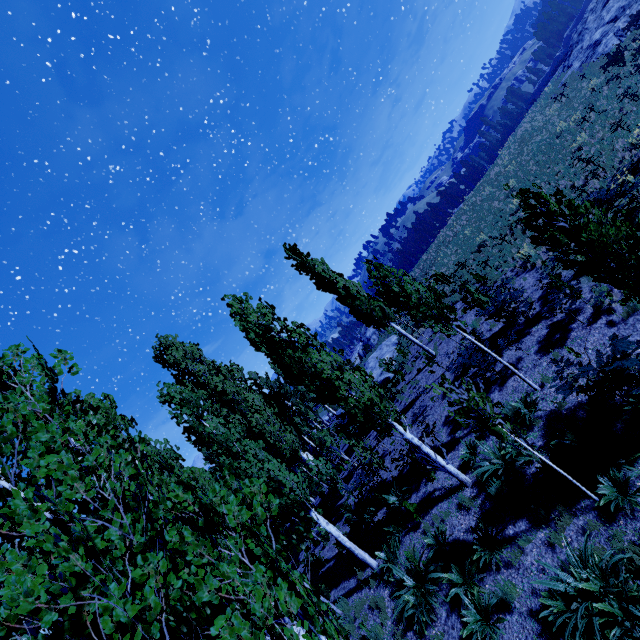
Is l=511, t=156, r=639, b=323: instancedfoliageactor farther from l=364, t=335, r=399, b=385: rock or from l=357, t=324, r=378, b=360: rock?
l=357, t=324, r=378, b=360: rock

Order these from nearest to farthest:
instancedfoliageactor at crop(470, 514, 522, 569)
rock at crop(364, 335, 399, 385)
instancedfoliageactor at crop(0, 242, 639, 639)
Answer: instancedfoliageactor at crop(0, 242, 639, 639)
instancedfoliageactor at crop(470, 514, 522, 569)
rock at crop(364, 335, 399, 385)

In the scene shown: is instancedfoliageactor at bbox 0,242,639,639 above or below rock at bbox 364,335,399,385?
above

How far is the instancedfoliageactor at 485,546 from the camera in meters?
7.3

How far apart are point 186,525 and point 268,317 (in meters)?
7.40

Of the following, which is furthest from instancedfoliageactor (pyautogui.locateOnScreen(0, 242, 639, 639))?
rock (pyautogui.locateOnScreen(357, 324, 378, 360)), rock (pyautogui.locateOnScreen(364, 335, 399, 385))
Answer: rock (pyautogui.locateOnScreen(357, 324, 378, 360))

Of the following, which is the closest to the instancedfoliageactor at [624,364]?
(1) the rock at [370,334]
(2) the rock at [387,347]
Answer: (2) the rock at [387,347]
